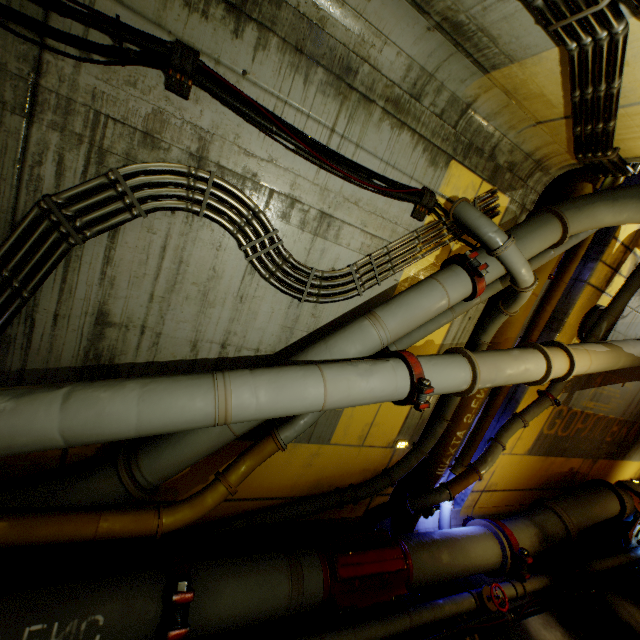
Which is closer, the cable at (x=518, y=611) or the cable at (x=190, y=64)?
the cable at (x=190, y=64)

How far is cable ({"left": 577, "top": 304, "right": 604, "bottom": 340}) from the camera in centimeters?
659cm

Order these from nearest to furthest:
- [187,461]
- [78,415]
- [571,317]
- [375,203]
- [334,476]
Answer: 1. [78,415]
2. [187,461]
3. [375,203]
4. [334,476]
5. [571,317]

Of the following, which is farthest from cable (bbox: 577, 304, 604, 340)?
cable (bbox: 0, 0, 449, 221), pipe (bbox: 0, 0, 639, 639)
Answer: cable (bbox: 0, 0, 449, 221)

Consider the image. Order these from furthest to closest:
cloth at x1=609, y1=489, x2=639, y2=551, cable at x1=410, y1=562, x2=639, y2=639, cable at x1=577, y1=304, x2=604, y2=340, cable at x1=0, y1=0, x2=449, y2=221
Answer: cloth at x1=609, y1=489, x2=639, y2=551 → cable at x1=577, y1=304, x2=604, y2=340 → cable at x1=410, y1=562, x2=639, y2=639 → cable at x1=0, y1=0, x2=449, y2=221

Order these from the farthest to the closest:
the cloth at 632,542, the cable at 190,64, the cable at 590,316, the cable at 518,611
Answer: the cloth at 632,542 < the cable at 590,316 < the cable at 518,611 < the cable at 190,64

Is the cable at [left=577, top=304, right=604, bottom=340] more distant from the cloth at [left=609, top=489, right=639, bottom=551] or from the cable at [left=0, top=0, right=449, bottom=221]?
the cloth at [left=609, top=489, right=639, bottom=551]

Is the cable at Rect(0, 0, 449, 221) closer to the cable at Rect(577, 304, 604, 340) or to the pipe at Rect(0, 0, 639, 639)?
the pipe at Rect(0, 0, 639, 639)
